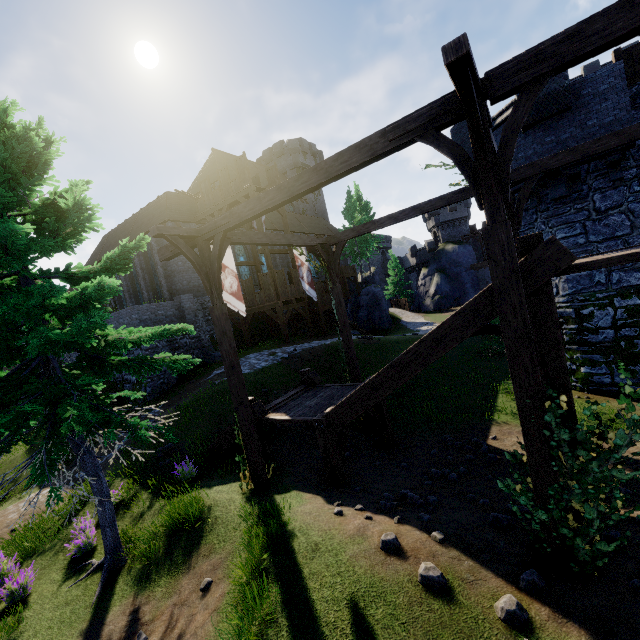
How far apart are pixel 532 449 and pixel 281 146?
48.6 meters

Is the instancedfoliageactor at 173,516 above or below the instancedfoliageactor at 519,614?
above

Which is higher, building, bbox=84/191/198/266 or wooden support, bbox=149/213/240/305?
building, bbox=84/191/198/266

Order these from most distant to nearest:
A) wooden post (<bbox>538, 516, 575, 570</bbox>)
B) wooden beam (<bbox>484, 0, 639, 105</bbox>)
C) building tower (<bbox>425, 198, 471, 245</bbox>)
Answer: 1. building tower (<bbox>425, 198, 471, 245</bbox>)
2. wooden post (<bbox>538, 516, 575, 570</bbox>)
3. wooden beam (<bbox>484, 0, 639, 105</bbox>)

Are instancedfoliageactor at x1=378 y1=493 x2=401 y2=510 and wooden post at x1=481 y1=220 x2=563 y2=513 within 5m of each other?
yes

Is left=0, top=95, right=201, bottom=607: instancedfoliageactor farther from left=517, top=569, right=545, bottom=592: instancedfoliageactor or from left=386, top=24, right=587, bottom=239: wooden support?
left=517, top=569, right=545, bottom=592: instancedfoliageactor

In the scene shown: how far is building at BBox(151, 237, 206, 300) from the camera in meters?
24.5 m

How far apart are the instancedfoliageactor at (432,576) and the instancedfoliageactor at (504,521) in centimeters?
164cm
